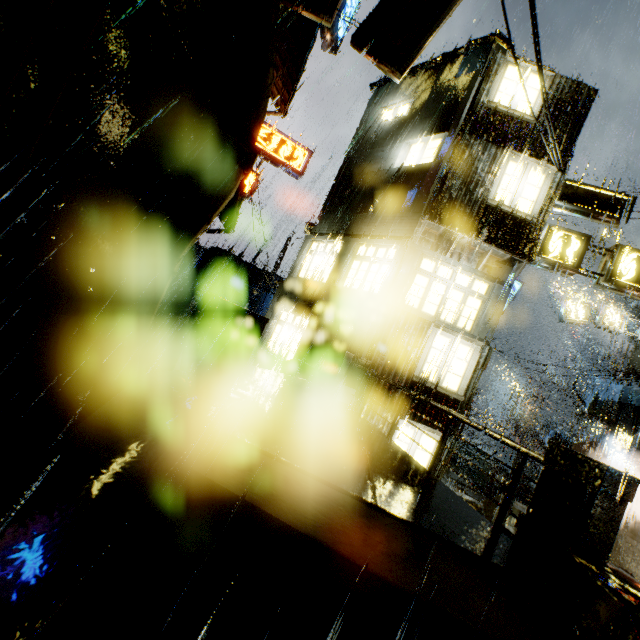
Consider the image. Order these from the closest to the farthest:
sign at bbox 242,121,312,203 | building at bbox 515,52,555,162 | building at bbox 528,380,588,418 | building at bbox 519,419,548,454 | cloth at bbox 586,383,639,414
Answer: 1. building at bbox 515,52,555,162
2. cloth at bbox 586,383,639,414
3. sign at bbox 242,121,312,203
4. building at bbox 528,380,588,418
5. building at bbox 519,419,548,454

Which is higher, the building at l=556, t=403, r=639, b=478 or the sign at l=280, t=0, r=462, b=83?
the sign at l=280, t=0, r=462, b=83

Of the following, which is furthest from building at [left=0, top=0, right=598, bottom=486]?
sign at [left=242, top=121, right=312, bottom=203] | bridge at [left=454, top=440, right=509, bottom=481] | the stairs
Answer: the stairs

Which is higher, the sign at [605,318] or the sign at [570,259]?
the sign at [605,318]

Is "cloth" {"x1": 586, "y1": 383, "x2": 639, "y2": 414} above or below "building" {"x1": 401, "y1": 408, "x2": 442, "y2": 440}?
above

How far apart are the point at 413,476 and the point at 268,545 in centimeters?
344cm

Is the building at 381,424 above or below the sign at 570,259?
below

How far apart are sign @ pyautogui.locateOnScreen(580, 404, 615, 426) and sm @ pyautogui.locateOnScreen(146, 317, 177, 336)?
21.9 meters
